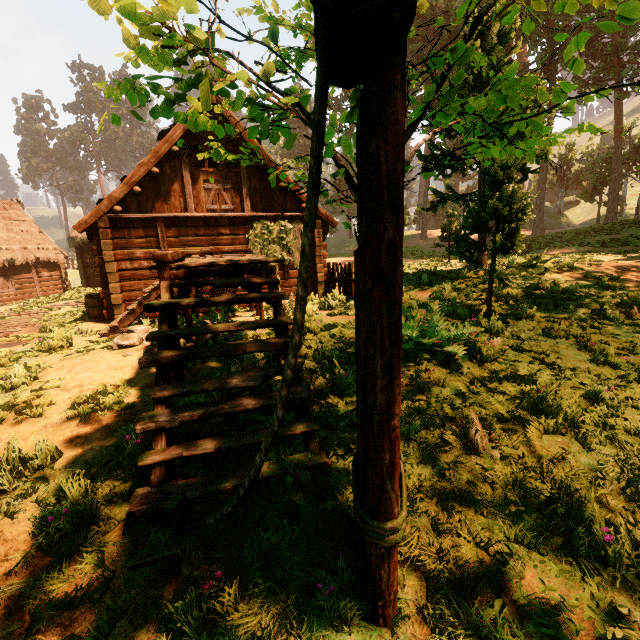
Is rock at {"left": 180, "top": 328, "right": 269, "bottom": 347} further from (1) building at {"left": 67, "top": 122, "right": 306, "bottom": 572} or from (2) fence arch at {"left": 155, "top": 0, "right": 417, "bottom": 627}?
(2) fence arch at {"left": 155, "top": 0, "right": 417, "bottom": 627}

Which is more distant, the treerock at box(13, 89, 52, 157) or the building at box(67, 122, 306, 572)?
the treerock at box(13, 89, 52, 157)

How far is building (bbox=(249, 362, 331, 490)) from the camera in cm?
294

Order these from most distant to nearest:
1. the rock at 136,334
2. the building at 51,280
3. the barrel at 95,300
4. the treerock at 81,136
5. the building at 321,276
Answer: the treerock at 81,136
the building at 51,280
the building at 321,276
the barrel at 95,300
the rock at 136,334

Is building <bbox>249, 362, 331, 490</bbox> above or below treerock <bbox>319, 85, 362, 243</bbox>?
below

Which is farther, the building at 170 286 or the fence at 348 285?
the fence at 348 285

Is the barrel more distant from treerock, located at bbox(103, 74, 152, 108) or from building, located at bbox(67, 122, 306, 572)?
treerock, located at bbox(103, 74, 152, 108)

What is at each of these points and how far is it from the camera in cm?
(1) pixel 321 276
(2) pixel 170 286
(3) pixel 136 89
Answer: (1) building, 1368
(2) building, 431
(3) treerock, 200
